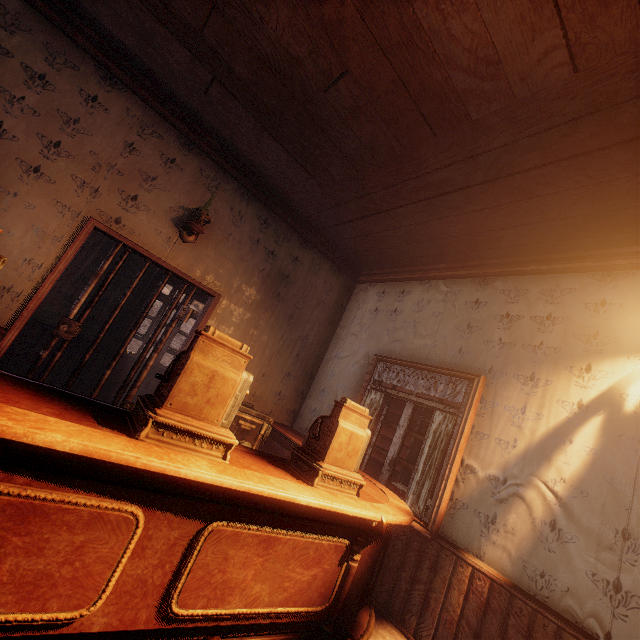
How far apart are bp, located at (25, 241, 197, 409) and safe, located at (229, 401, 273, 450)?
0.8m

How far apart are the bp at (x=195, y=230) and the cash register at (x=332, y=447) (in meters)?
2.82

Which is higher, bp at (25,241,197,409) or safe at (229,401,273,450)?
bp at (25,241,197,409)

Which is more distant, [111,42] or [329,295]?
[329,295]

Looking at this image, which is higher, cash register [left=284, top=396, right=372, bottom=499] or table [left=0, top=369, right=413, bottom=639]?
cash register [left=284, top=396, right=372, bottom=499]

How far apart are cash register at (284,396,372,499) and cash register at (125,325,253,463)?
Result: 0.6 meters

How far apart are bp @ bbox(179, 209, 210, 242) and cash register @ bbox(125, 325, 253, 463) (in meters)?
2.62

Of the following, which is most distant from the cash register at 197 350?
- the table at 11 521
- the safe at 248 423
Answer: the safe at 248 423
